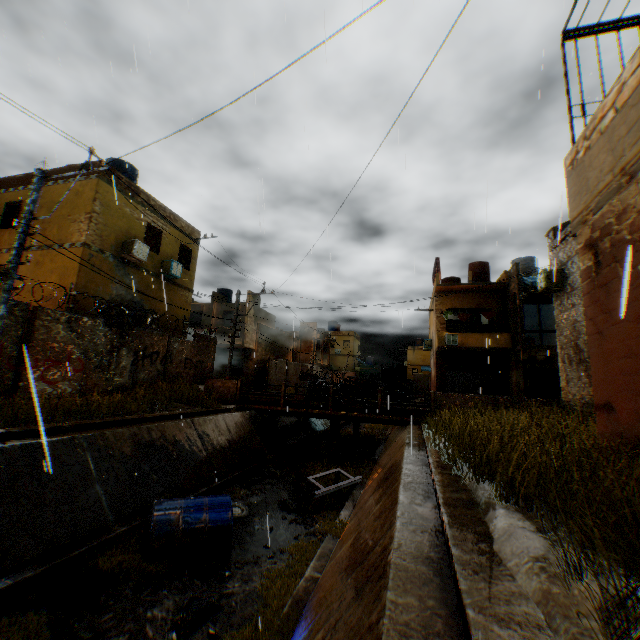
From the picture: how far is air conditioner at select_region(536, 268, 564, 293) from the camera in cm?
1309

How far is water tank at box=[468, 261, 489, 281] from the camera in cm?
2569

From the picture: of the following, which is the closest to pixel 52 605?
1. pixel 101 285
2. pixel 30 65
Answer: pixel 101 285

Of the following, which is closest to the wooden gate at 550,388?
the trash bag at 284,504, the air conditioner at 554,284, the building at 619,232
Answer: the building at 619,232

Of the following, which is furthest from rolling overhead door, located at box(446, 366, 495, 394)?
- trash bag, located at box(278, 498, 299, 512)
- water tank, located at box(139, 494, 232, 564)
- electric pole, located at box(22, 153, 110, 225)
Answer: electric pole, located at box(22, 153, 110, 225)

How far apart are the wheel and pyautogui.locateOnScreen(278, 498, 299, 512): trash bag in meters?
1.0 m

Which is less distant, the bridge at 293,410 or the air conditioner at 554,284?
the air conditioner at 554,284

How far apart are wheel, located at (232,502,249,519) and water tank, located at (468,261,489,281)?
23.4m
